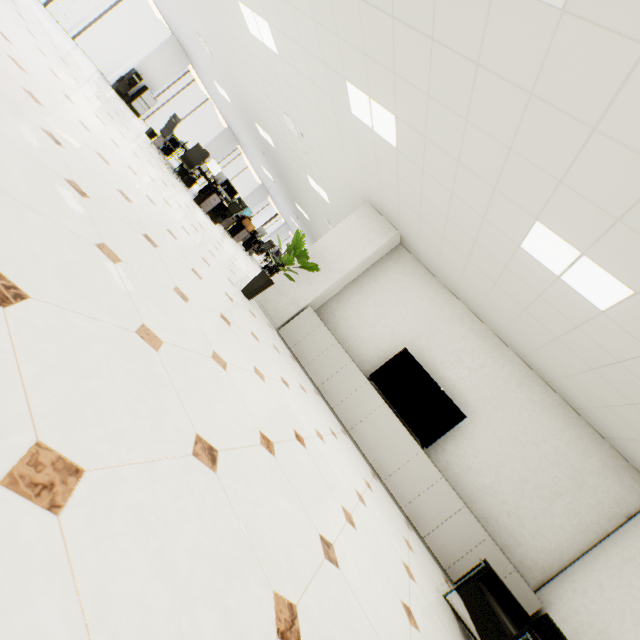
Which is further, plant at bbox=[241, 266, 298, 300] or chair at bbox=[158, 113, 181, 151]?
chair at bbox=[158, 113, 181, 151]

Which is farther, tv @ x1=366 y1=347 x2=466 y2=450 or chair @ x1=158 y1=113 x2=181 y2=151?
chair @ x1=158 y1=113 x2=181 y2=151

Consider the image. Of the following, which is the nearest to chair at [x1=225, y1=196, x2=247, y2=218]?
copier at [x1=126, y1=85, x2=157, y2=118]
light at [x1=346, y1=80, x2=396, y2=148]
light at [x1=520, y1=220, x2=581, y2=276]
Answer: copier at [x1=126, y1=85, x2=157, y2=118]

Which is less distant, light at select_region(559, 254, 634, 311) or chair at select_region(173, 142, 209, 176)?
light at select_region(559, 254, 634, 311)

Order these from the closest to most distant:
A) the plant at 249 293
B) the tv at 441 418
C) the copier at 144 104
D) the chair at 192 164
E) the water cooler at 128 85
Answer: the tv at 441 418 → the plant at 249 293 → the chair at 192 164 → the water cooler at 128 85 → the copier at 144 104

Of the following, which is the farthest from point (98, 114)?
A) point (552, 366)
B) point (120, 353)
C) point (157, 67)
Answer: point (157, 67)

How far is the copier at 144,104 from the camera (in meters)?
12.17

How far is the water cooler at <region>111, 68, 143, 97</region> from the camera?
11.6 meters
